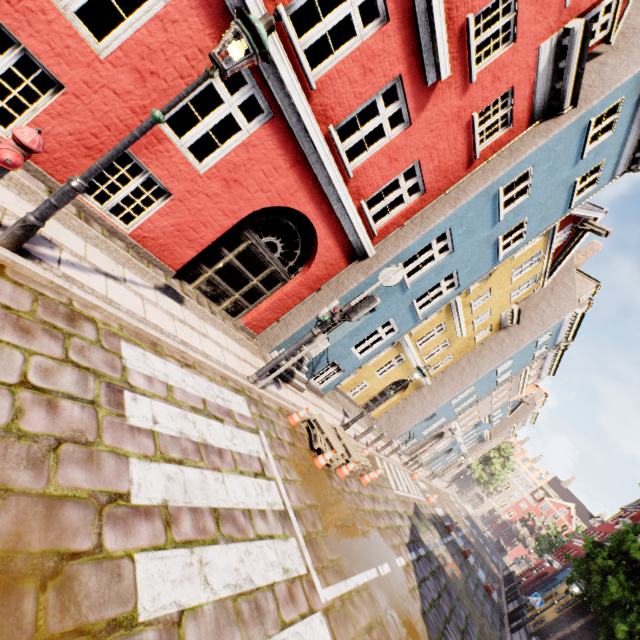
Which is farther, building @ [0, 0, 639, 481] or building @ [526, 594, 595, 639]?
building @ [526, 594, 595, 639]

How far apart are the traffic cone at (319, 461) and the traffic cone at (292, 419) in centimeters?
69cm

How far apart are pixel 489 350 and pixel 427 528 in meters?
11.1 m

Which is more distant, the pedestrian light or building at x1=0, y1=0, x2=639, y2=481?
the pedestrian light

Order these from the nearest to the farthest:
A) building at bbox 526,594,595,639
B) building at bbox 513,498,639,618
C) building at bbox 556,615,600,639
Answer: building at bbox 556,615,600,639, building at bbox 526,594,595,639, building at bbox 513,498,639,618

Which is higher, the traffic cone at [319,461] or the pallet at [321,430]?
the pallet at [321,430]

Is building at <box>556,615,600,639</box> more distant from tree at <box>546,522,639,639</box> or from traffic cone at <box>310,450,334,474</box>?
tree at <box>546,522,639,639</box>

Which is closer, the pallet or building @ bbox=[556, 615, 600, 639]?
the pallet
